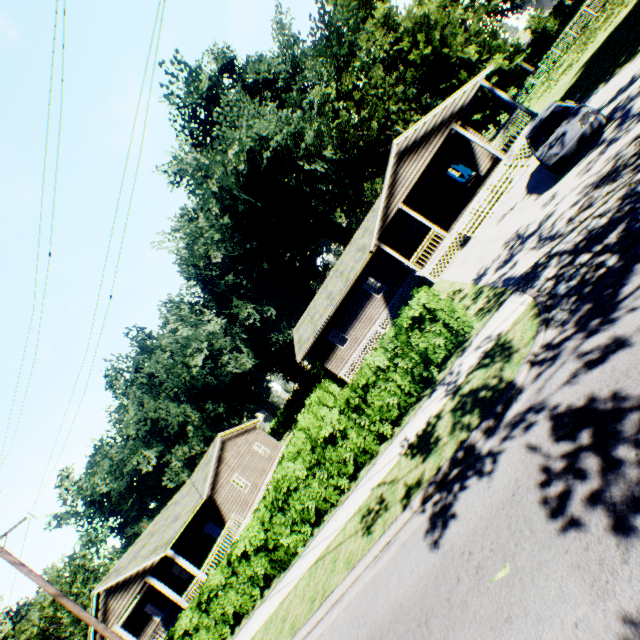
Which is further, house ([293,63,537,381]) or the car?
house ([293,63,537,381])

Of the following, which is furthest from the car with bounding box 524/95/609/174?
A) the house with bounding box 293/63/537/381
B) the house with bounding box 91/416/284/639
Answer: the house with bounding box 91/416/284/639

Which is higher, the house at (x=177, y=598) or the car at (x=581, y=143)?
the house at (x=177, y=598)

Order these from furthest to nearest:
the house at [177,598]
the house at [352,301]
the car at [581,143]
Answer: the house at [177,598]
the house at [352,301]
the car at [581,143]

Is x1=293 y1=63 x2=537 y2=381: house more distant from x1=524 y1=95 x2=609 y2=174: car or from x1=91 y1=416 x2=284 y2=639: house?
x1=91 y1=416 x2=284 y2=639: house

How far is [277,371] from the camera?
45.3m

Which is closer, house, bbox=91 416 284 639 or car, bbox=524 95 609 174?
car, bbox=524 95 609 174
